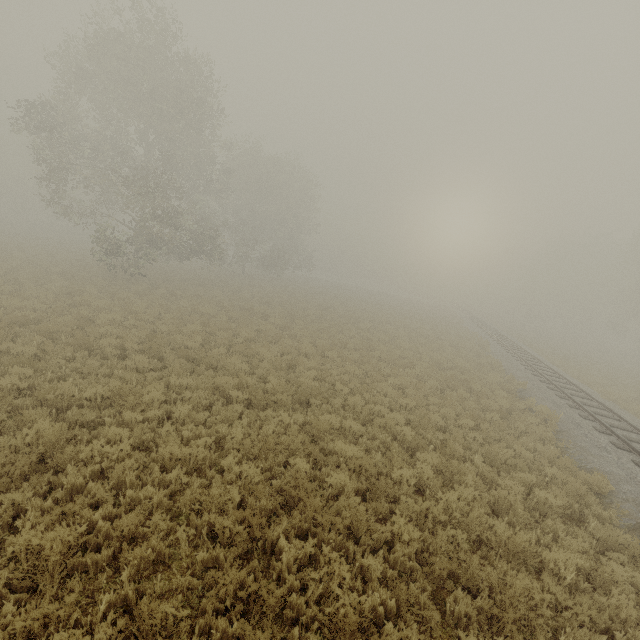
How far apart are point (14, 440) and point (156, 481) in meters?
2.9 m
